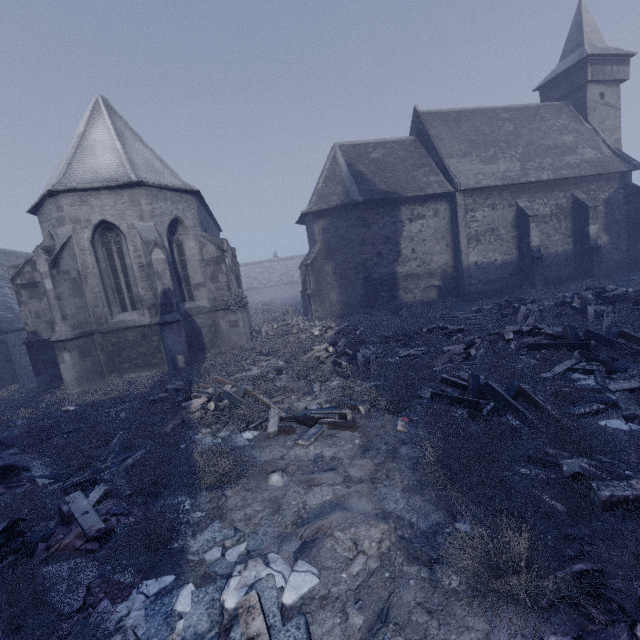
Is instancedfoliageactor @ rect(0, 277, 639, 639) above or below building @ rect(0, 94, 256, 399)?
below

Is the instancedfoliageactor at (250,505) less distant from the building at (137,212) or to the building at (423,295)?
the building at (137,212)

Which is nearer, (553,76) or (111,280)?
(111,280)

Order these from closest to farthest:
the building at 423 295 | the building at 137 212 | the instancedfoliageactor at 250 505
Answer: the instancedfoliageactor at 250 505, the building at 137 212, the building at 423 295

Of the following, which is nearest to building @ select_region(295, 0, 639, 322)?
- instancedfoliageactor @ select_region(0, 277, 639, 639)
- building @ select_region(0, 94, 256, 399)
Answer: building @ select_region(0, 94, 256, 399)

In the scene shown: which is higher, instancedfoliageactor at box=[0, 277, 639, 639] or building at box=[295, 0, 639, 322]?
building at box=[295, 0, 639, 322]

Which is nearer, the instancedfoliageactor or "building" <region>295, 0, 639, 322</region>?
the instancedfoliageactor

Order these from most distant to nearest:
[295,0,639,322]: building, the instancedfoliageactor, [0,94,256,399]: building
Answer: [295,0,639,322]: building, [0,94,256,399]: building, the instancedfoliageactor
